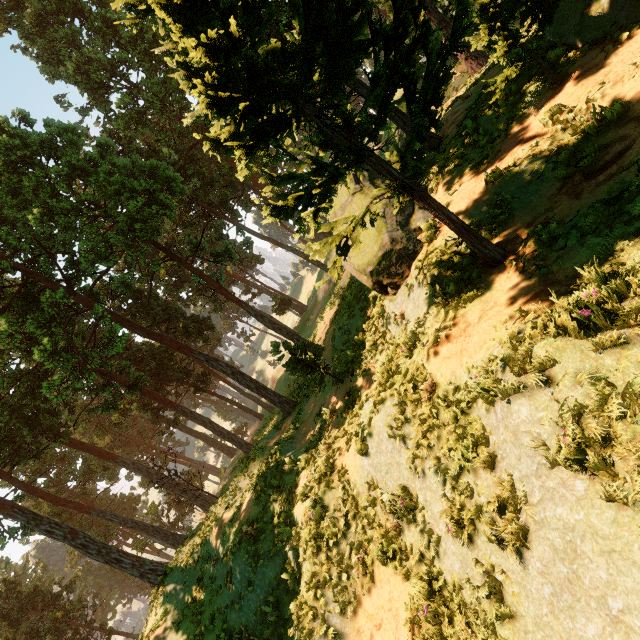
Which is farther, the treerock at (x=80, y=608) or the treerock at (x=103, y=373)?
the treerock at (x=80, y=608)

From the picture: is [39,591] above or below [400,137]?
above

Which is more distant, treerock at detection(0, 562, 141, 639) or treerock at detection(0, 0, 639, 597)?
treerock at detection(0, 562, 141, 639)
